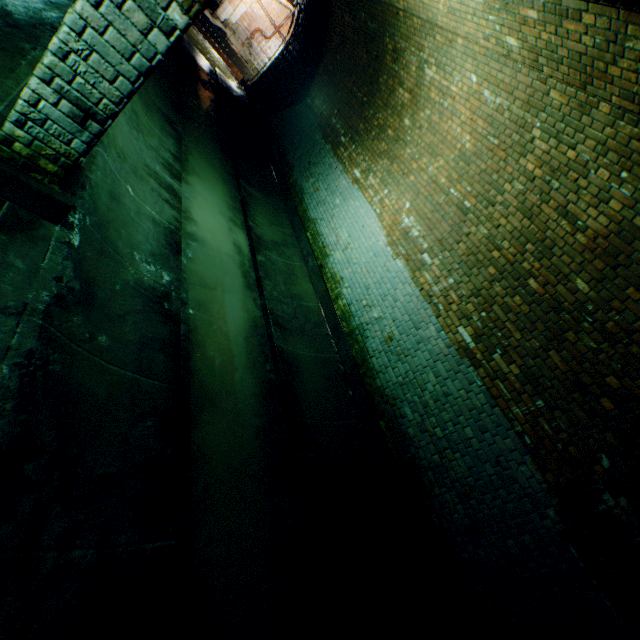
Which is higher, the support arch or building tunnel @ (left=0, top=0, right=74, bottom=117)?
the support arch

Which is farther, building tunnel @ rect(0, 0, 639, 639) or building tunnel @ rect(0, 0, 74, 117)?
building tunnel @ rect(0, 0, 74, 117)

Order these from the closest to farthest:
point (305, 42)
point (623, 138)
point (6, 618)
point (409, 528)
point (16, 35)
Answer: point (6, 618), point (623, 138), point (16, 35), point (409, 528), point (305, 42)

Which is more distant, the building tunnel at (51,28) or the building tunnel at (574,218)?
the building tunnel at (51,28)

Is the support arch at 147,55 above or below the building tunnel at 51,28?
above

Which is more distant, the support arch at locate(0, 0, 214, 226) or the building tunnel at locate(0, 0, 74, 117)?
the building tunnel at locate(0, 0, 74, 117)
